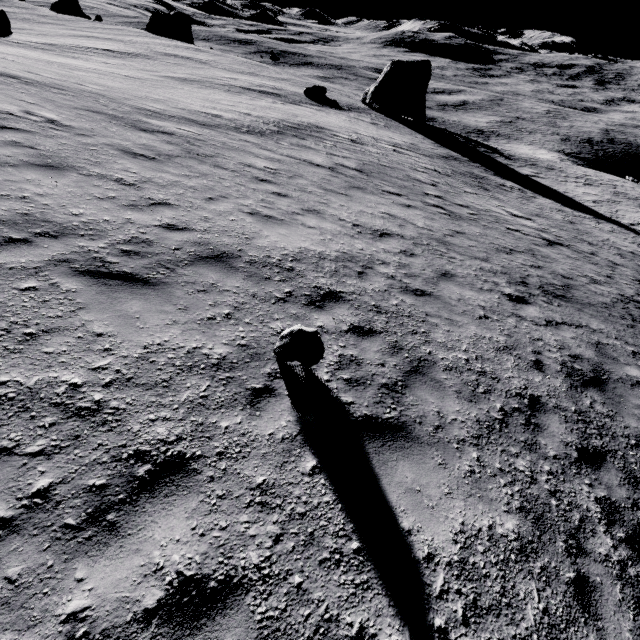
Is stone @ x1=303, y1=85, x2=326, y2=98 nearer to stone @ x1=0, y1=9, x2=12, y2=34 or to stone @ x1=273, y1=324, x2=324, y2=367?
stone @ x1=0, y1=9, x2=12, y2=34

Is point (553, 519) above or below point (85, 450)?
below

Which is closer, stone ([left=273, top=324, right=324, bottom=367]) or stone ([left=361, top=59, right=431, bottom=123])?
stone ([left=273, top=324, right=324, bottom=367])

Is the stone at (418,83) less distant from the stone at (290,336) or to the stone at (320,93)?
the stone at (320,93)

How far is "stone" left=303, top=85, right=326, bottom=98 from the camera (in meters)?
36.16

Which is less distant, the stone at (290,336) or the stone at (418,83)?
the stone at (290,336)

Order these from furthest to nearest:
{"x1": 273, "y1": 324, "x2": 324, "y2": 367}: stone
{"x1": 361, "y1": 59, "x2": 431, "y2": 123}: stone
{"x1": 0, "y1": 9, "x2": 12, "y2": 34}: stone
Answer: {"x1": 361, "y1": 59, "x2": 431, "y2": 123}: stone
{"x1": 0, "y1": 9, "x2": 12, "y2": 34}: stone
{"x1": 273, "y1": 324, "x2": 324, "y2": 367}: stone

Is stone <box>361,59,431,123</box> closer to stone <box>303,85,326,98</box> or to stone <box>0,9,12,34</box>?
stone <box>303,85,326,98</box>
